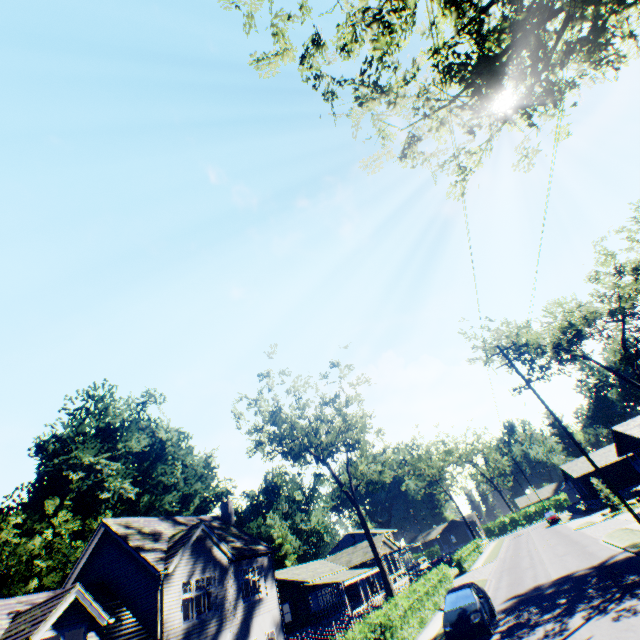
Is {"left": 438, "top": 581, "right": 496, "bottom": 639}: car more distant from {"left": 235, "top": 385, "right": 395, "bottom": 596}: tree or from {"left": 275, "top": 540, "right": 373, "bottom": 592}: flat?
{"left": 275, "top": 540, "right": 373, "bottom": 592}: flat

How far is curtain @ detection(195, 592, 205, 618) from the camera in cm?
1867

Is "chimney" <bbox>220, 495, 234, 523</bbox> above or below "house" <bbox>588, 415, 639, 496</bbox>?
above

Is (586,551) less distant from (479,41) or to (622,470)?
(479,41)

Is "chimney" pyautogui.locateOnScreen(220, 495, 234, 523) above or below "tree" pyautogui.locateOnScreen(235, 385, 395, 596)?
below

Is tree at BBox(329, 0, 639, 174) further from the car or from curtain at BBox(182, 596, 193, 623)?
curtain at BBox(182, 596, 193, 623)

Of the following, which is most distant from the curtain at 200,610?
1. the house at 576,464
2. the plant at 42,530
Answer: the house at 576,464

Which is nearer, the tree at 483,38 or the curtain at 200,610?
the tree at 483,38
